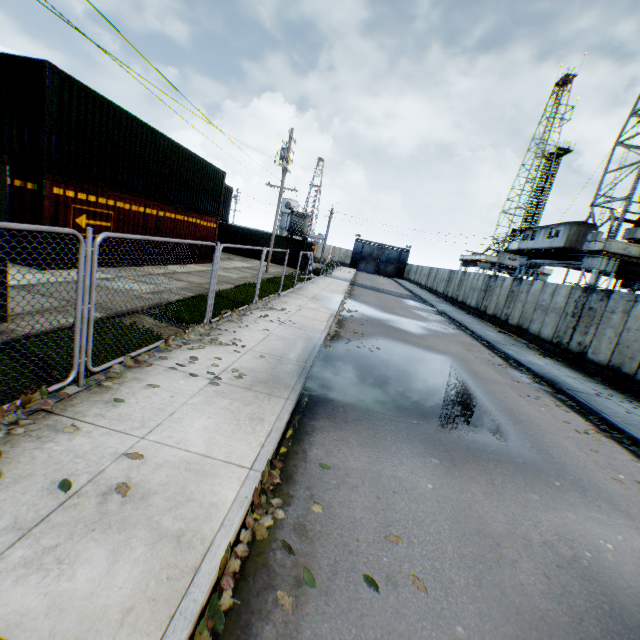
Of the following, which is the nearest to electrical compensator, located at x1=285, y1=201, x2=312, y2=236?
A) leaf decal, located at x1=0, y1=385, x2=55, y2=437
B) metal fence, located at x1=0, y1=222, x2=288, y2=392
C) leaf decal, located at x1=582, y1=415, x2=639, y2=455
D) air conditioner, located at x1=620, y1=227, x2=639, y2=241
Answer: metal fence, located at x1=0, y1=222, x2=288, y2=392

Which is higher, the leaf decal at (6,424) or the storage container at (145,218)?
the storage container at (145,218)

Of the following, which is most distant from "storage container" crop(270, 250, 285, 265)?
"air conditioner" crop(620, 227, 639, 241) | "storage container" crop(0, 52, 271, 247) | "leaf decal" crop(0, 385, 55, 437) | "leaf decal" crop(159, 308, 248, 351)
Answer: "leaf decal" crop(0, 385, 55, 437)

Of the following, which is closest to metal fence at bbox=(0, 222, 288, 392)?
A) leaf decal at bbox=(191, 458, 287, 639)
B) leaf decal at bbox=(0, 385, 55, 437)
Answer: leaf decal at bbox=(0, 385, 55, 437)

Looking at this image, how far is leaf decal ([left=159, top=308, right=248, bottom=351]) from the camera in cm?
642

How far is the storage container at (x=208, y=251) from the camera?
13.1 meters

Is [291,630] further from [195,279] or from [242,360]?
[195,279]

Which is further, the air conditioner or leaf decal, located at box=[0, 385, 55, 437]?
the air conditioner
